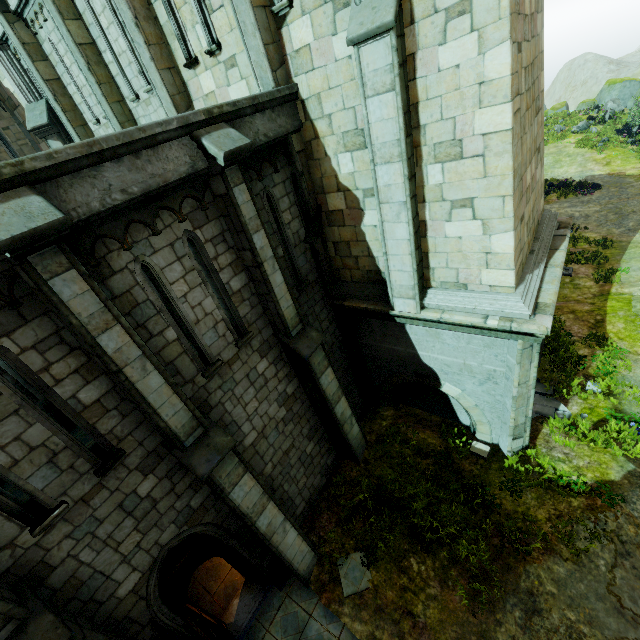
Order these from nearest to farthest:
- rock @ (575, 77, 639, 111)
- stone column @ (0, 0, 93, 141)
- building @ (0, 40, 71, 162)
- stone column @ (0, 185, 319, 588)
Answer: stone column @ (0, 185, 319, 588) < stone column @ (0, 0, 93, 141) < building @ (0, 40, 71, 162) < rock @ (575, 77, 639, 111)

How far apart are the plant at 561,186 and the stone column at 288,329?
23.7m

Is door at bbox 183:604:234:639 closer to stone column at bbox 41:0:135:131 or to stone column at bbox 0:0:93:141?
stone column at bbox 41:0:135:131

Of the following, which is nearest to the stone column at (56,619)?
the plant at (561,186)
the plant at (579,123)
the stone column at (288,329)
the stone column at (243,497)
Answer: the stone column at (243,497)

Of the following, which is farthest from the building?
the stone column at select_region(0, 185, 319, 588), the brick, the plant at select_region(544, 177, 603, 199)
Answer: the plant at select_region(544, 177, 603, 199)

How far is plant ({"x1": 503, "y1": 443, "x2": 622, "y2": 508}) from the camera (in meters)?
7.81

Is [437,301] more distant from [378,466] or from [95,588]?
[95,588]

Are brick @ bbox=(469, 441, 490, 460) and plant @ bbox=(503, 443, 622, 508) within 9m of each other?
yes
